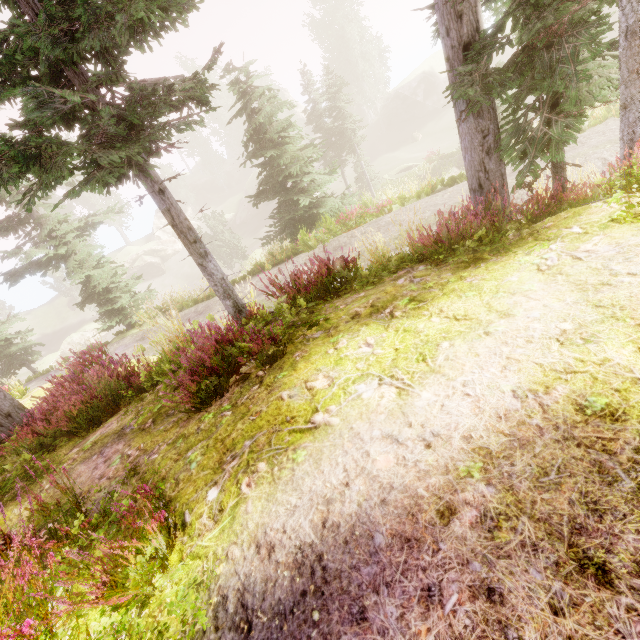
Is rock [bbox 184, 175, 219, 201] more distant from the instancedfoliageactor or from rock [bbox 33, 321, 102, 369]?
rock [bbox 33, 321, 102, 369]

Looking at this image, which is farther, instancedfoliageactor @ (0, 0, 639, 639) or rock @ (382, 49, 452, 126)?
rock @ (382, 49, 452, 126)

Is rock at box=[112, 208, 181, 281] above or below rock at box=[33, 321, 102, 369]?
above

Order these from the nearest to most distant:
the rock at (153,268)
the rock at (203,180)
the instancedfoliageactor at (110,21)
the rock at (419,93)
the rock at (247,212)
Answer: the instancedfoliageactor at (110,21), the rock at (419,93), the rock at (153,268), the rock at (247,212), the rock at (203,180)

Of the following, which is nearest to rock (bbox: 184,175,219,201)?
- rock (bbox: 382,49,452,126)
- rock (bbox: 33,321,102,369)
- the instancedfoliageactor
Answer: the instancedfoliageactor

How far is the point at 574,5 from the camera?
4.45m

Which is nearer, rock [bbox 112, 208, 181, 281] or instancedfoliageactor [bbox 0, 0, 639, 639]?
instancedfoliageactor [bbox 0, 0, 639, 639]

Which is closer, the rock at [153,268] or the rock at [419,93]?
the rock at [419,93]
